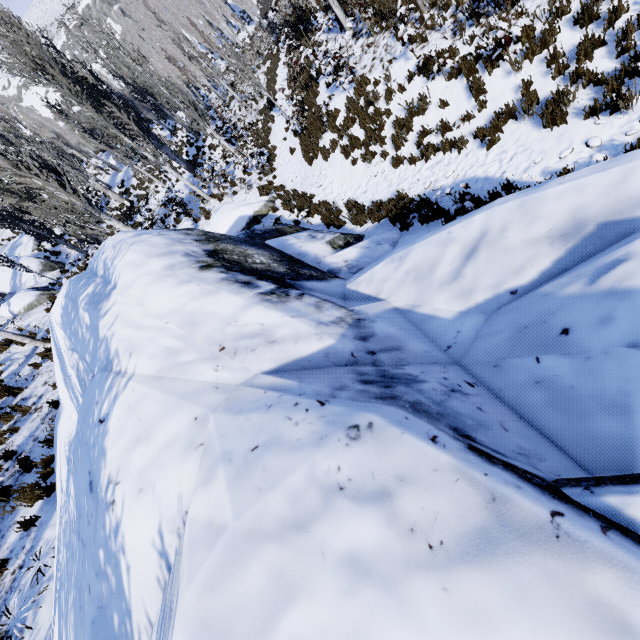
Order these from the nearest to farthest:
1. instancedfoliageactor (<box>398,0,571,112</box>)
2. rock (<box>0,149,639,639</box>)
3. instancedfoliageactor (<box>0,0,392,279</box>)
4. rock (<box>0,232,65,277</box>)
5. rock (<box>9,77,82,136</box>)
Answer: rock (<box>0,149,639,639</box>), instancedfoliageactor (<box>398,0,571,112</box>), instancedfoliageactor (<box>0,0,392,279</box>), rock (<box>0,232,65,277</box>), rock (<box>9,77,82,136</box>)

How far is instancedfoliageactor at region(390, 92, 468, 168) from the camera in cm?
784

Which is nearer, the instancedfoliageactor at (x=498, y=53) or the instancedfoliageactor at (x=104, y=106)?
the instancedfoliageactor at (x=498, y=53)

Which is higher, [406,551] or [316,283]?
[406,551]

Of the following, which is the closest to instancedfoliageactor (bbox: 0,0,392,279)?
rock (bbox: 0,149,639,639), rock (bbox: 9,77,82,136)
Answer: rock (bbox: 0,149,639,639)

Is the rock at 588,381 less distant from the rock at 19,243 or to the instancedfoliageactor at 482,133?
the instancedfoliageactor at 482,133
